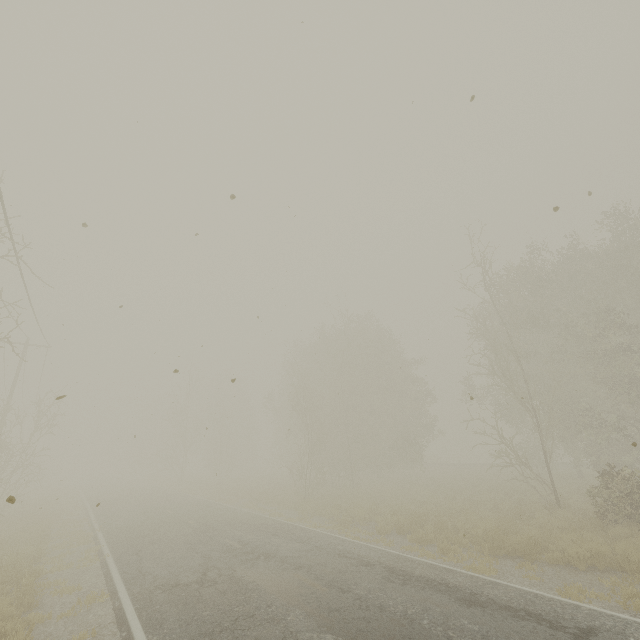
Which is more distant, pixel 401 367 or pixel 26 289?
pixel 401 367
